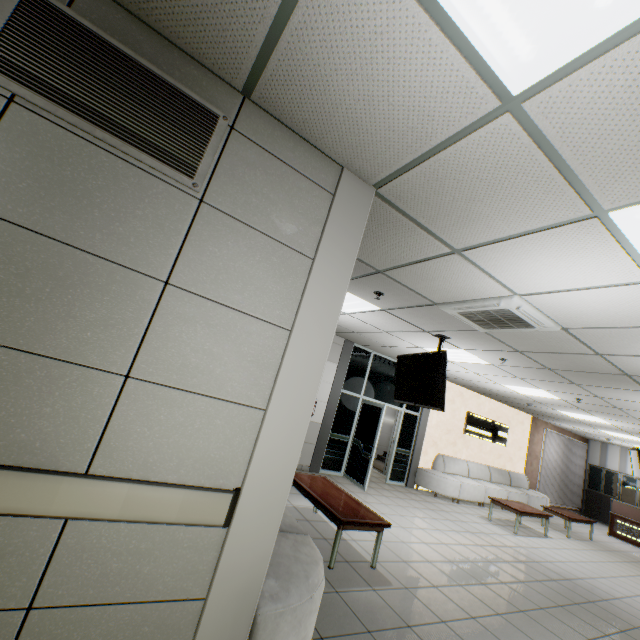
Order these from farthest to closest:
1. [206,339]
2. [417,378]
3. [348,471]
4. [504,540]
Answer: [348,471], [504,540], [417,378], [206,339]

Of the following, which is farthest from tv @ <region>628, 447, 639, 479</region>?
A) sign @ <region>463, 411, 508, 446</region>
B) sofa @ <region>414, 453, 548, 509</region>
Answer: sign @ <region>463, 411, 508, 446</region>

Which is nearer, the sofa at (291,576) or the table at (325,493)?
the sofa at (291,576)

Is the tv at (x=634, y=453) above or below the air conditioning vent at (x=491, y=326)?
below

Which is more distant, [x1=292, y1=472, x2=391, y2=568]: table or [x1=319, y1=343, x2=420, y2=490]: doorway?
[x1=319, y1=343, x2=420, y2=490]: doorway

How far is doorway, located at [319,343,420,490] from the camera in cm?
772

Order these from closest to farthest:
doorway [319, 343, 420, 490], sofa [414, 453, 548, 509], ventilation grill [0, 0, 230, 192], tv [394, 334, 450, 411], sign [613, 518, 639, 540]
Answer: ventilation grill [0, 0, 230, 192]
tv [394, 334, 450, 411]
doorway [319, 343, 420, 490]
sofa [414, 453, 548, 509]
sign [613, 518, 639, 540]

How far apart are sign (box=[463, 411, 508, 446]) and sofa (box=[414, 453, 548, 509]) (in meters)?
0.77
